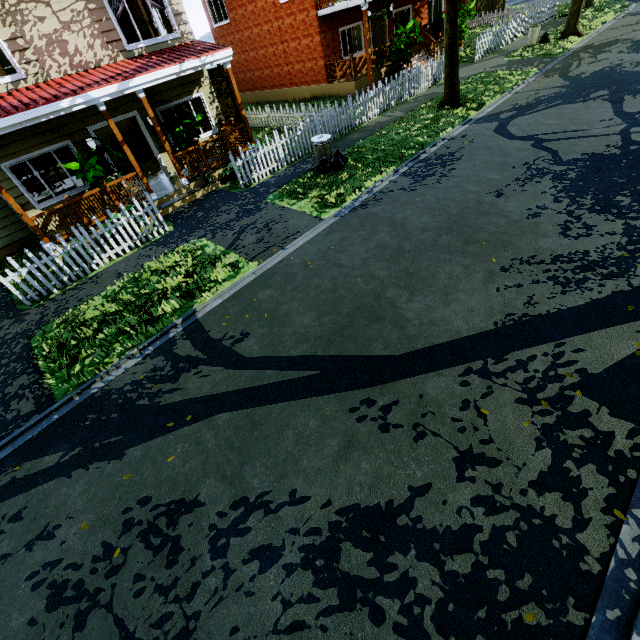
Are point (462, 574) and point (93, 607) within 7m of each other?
yes

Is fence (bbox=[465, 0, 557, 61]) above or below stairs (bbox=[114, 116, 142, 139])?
below

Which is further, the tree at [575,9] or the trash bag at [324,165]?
the tree at [575,9]

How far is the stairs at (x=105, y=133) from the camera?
15.8 meters

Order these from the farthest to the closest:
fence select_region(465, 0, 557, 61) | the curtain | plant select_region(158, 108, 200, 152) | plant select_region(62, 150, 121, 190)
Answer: fence select_region(465, 0, 557, 61) → plant select_region(158, 108, 200, 152) → the curtain → plant select_region(62, 150, 121, 190)

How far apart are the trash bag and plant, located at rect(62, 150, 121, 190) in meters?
6.0 m

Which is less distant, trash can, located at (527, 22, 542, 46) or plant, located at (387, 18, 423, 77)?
plant, located at (387, 18, 423, 77)

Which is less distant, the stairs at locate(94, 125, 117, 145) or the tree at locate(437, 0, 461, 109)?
the tree at locate(437, 0, 461, 109)
